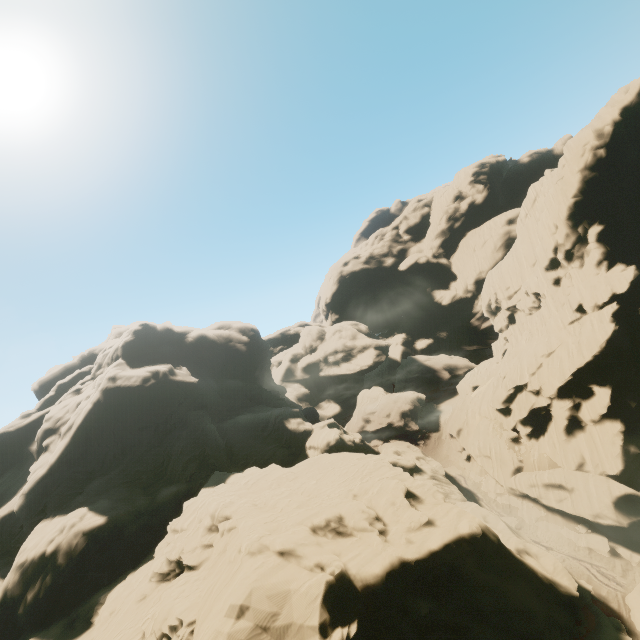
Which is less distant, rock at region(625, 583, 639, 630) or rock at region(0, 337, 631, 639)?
rock at region(0, 337, 631, 639)

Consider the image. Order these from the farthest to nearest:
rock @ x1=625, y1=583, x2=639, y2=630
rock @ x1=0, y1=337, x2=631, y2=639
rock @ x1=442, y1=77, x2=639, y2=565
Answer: rock @ x1=442, y1=77, x2=639, y2=565
rock @ x1=625, y1=583, x2=639, y2=630
rock @ x1=0, y1=337, x2=631, y2=639

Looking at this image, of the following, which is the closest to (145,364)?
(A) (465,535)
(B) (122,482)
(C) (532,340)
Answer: (B) (122,482)

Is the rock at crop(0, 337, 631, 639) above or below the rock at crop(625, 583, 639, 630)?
above

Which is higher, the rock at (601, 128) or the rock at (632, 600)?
the rock at (601, 128)
